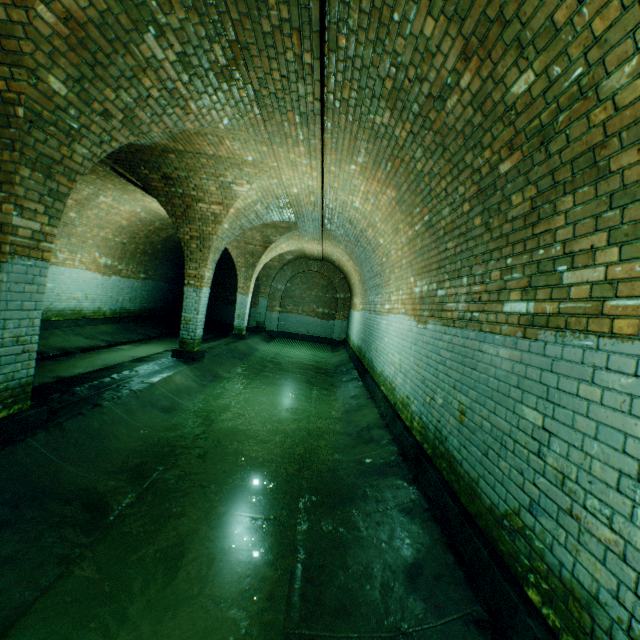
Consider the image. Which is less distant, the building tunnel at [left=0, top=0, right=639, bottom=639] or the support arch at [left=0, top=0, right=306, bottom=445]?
the building tunnel at [left=0, top=0, right=639, bottom=639]

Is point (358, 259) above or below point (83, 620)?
above

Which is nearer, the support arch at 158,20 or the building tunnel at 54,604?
the building tunnel at 54,604
